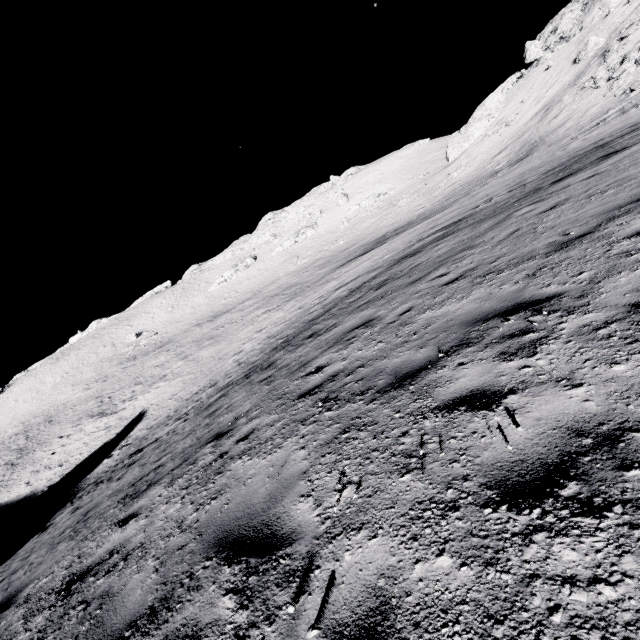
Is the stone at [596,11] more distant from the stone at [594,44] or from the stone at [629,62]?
the stone at [629,62]

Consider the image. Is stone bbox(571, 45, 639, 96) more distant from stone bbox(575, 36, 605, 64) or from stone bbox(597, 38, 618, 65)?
stone bbox(575, 36, 605, 64)

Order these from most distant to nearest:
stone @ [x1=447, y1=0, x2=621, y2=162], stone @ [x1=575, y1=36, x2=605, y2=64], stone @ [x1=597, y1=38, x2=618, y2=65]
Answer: stone @ [x1=447, y1=0, x2=621, y2=162]
stone @ [x1=575, y1=36, x2=605, y2=64]
stone @ [x1=597, y1=38, x2=618, y2=65]

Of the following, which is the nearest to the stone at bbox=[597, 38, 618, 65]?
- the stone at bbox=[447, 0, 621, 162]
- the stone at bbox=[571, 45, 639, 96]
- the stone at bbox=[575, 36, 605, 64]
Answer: the stone at bbox=[575, 36, 605, 64]

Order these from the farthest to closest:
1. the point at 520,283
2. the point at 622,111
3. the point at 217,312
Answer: the point at 217,312 < the point at 622,111 < the point at 520,283

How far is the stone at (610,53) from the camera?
33.67m

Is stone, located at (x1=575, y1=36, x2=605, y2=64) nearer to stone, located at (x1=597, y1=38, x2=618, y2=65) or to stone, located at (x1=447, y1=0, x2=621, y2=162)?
stone, located at (x1=597, y1=38, x2=618, y2=65)
